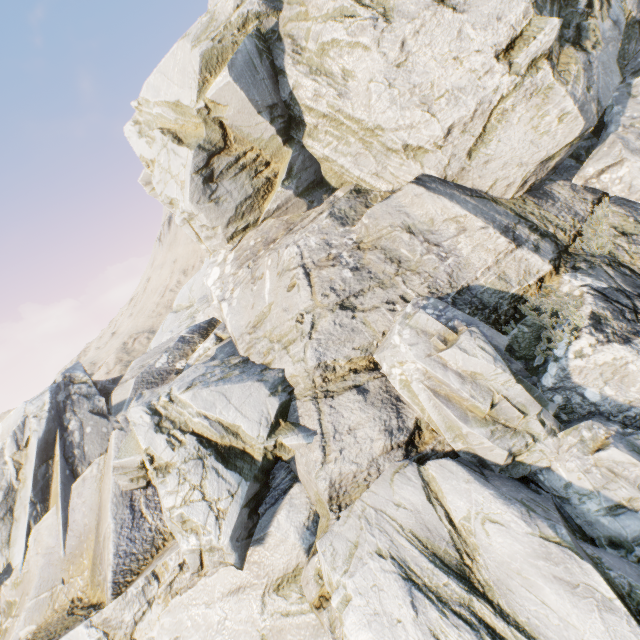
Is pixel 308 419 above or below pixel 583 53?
below
